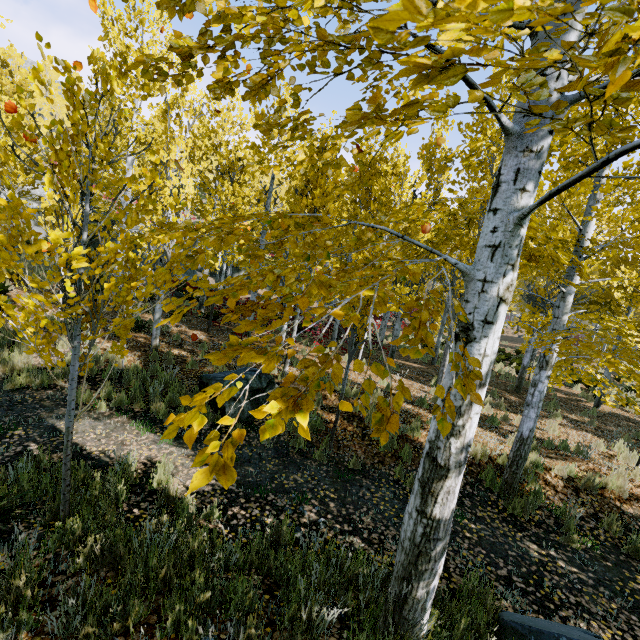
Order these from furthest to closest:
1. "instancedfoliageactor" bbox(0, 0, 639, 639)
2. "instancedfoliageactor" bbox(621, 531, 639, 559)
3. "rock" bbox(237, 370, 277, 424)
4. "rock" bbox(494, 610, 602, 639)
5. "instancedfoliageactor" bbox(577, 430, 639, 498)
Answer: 1. "rock" bbox(237, 370, 277, 424)
2. "instancedfoliageactor" bbox(577, 430, 639, 498)
3. "instancedfoliageactor" bbox(621, 531, 639, 559)
4. "rock" bbox(494, 610, 602, 639)
5. "instancedfoliageactor" bbox(0, 0, 639, 639)

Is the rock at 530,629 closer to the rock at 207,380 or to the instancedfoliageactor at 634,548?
the instancedfoliageactor at 634,548

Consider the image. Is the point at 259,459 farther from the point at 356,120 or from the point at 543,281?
the point at 543,281

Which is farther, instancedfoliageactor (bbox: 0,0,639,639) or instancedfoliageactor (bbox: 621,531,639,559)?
instancedfoliageactor (bbox: 621,531,639,559)

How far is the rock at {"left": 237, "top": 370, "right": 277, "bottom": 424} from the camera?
6.81m

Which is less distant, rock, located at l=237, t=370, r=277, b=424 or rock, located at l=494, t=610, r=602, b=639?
rock, located at l=494, t=610, r=602, b=639

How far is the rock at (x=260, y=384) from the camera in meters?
6.8 m

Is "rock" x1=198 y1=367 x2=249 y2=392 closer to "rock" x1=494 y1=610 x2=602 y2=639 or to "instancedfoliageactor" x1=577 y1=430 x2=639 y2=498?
"instancedfoliageactor" x1=577 y1=430 x2=639 y2=498
